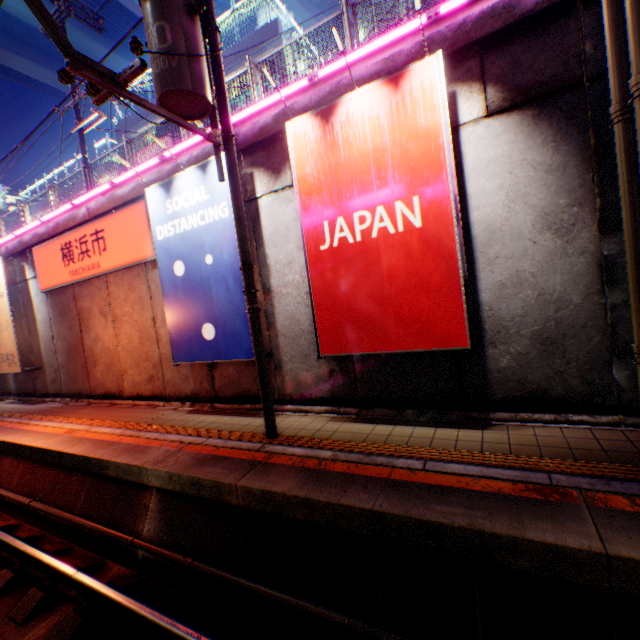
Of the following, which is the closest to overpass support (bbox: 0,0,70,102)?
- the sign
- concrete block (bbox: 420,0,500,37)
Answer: concrete block (bbox: 420,0,500,37)

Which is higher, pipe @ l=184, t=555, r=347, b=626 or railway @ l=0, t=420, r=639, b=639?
railway @ l=0, t=420, r=639, b=639

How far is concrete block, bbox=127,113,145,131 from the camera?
24.4m

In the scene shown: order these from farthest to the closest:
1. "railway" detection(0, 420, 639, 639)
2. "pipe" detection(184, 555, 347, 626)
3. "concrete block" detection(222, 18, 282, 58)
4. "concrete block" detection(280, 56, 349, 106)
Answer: "concrete block" detection(222, 18, 282, 58) < "concrete block" detection(280, 56, 349, 106) < "pipe" detection(184, 555, 347, 626) < "railway" detection(0, 420, 639, 639)

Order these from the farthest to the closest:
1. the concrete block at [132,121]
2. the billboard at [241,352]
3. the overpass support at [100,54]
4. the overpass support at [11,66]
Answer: the overpass support at [100,54]
the overpass support at [11,66]
the concrete block at [132,121]
the billboard at [241,352]

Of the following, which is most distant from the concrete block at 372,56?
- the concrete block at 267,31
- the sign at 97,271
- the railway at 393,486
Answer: the concrete block at 267,31

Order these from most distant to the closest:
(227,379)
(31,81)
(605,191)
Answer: (31,81) → (227,379) → (605,191)

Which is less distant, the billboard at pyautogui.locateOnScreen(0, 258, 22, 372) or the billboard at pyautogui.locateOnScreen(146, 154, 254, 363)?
the billboard at pyautogui.locateOnScreen(146, 154, 254, 363)
